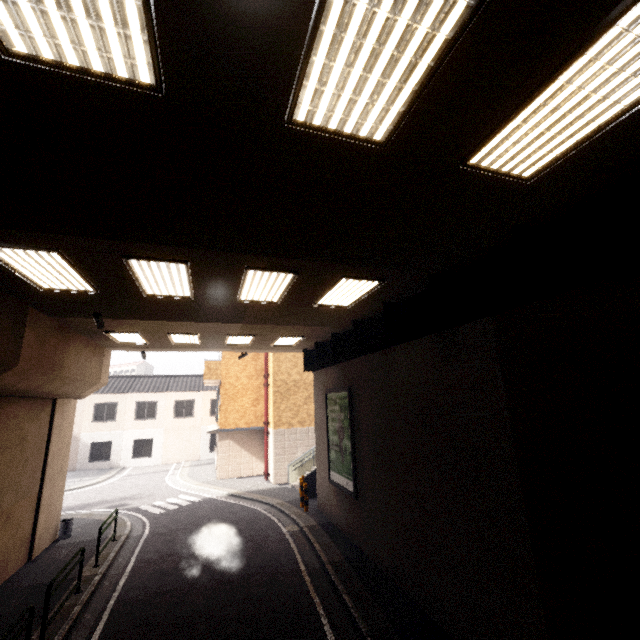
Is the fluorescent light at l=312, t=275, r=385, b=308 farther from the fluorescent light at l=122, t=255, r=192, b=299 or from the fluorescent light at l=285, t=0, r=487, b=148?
the fluorescent light at l=285, t=0, r=487, b=148

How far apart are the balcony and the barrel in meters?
9.3

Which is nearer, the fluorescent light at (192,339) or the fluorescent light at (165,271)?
the fluorescent light at (165,271)

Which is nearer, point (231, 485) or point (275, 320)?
point (275, 320)

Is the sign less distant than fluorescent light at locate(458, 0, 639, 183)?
No

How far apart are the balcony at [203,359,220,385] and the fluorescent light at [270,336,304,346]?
8.4 meters

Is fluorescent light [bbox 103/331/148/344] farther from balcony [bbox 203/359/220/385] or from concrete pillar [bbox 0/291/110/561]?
balcony [bbox 203/359/220/385]

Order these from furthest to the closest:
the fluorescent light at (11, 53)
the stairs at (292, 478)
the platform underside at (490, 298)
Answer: the stairs at (292, 478) < the platform underside at (490, 298) < the fluorescent light at (11, 53)
